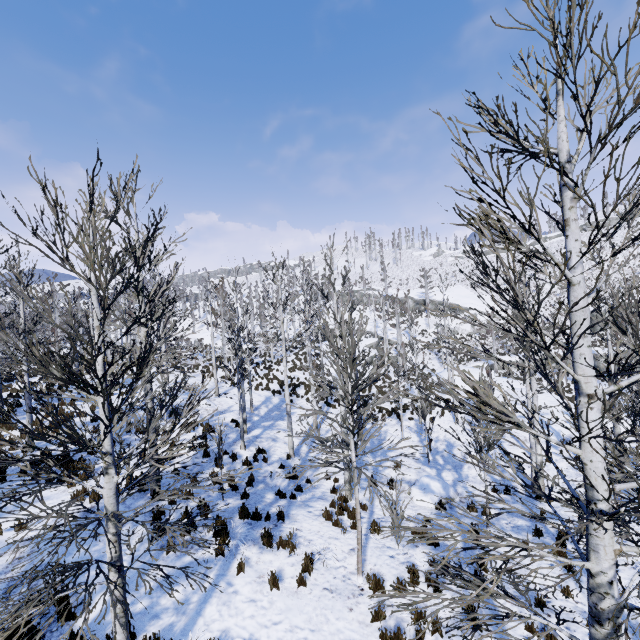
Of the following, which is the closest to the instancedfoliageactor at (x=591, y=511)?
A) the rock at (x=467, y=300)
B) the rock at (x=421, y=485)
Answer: the rock at (x=421, y=485)

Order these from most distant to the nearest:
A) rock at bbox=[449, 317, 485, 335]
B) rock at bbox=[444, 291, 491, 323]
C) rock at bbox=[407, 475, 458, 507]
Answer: rock at bbox=[444, 291, 491, 323], rock at bbox=[449, 317, 485, 335], rock at bbox=[407, 475, 458, 507]

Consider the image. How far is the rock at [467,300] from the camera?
49.7 meters

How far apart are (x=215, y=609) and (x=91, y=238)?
7.4 meters

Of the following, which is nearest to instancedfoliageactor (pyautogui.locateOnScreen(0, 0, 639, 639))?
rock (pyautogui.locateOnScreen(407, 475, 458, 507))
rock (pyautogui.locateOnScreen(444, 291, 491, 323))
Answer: rock (pyautogui.locateOnScreen(407, 475, 458, 507))

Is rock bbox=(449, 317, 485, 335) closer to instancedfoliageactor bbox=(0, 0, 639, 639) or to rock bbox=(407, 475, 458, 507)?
instancedfoliageactor bbox=(0, 0, 639, 639)

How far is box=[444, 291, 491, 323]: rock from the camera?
49.72m
